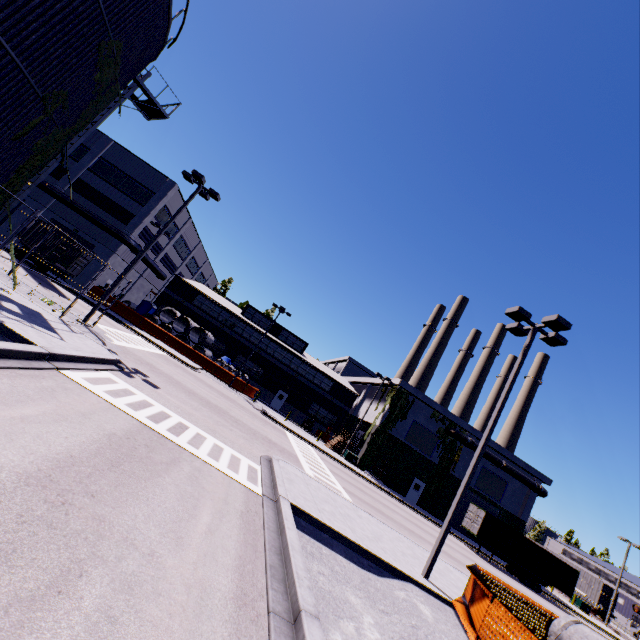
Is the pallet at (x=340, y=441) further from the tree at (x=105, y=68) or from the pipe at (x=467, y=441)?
the pipe at (x=467, y=441)

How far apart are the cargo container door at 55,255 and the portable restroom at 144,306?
15.7m

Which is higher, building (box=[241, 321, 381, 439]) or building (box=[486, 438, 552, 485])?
building (box=[486, 438, 552, 485])

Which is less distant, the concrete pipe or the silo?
the silo

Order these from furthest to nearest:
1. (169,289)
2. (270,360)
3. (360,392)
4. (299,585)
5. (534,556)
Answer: (360,392) < (270,360) < (169,289) < (534,556) < (299,585)

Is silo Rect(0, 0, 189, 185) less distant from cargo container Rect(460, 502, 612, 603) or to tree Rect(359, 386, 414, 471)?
tree Rect(359, 386, 414, 471)

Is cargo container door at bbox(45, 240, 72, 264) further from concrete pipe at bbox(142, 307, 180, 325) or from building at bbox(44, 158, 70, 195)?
concrete pipe at bbox(142, 307, 180, 325)

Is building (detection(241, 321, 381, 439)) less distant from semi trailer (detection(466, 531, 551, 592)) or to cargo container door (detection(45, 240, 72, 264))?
semi trailer (detection(466, 531, 551, 592))
